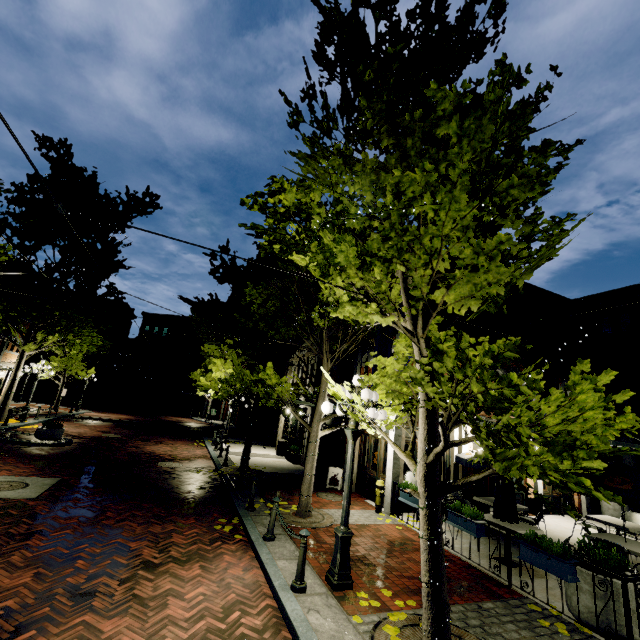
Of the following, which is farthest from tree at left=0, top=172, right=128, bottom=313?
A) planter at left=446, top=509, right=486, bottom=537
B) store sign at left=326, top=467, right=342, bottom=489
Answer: store sign at left=326, top=467, right=342, bottom=489

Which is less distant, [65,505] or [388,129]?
[388,129]

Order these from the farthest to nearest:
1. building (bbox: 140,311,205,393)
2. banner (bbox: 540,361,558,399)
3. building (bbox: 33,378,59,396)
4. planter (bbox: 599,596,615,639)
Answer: building (bbox: 140,311,205,393) < building (bbox: 33,378,59,396) < banner (bbox: 540,361,558,399) < planter (bbox: 599,596,615,639)

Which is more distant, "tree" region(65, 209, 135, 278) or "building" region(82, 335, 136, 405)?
"building" region(82, 335, 136, 405)

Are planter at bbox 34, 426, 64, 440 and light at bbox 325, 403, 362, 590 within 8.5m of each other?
no

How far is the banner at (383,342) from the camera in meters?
11.4

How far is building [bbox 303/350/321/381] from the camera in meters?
17.8

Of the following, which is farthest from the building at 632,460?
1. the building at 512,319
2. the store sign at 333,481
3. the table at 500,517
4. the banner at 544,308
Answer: the store sign at 333,481
